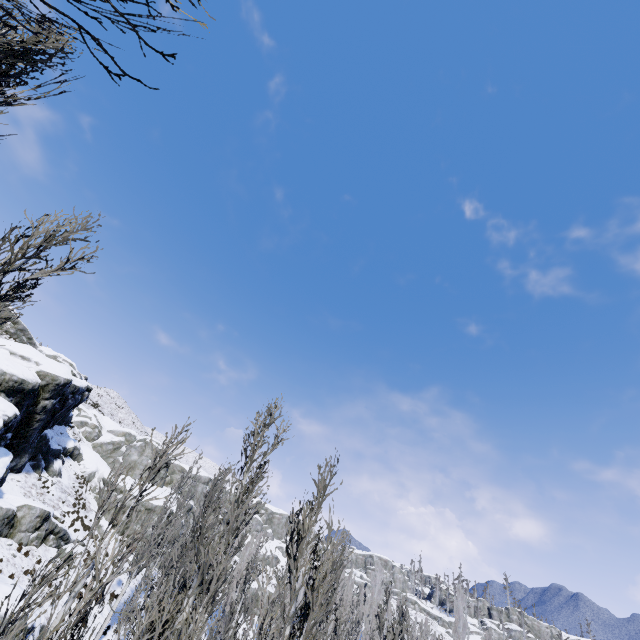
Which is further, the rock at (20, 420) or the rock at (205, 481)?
the rock at (205, 481)

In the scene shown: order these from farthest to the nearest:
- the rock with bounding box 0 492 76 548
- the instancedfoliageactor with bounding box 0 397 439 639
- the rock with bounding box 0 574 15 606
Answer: the rock with bounding box 0 492 76 548
the rock with bounding box 0 574 15 606
the instancedfoliageactor with bounding box 0 397 439 639

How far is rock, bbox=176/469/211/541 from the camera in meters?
45.4 m

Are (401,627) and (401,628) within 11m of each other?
yes

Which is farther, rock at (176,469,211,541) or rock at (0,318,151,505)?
rock at (176,469,211,541)

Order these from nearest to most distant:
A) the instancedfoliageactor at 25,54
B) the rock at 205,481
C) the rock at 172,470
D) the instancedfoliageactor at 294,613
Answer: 1. the instancedfoliageactor at 25,54
2. the instancedfoliageactor at 294,613
3. the rock at 172,470
4. the rock at 205,481
